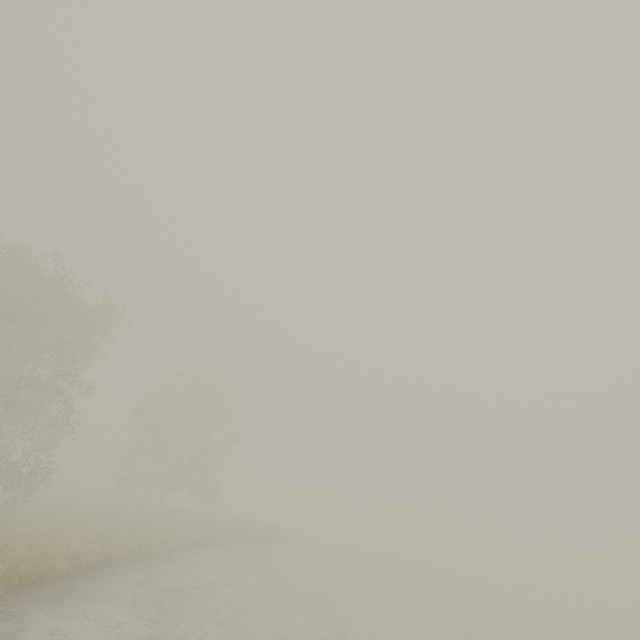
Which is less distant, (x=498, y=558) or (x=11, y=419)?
(x=11, y=419)
